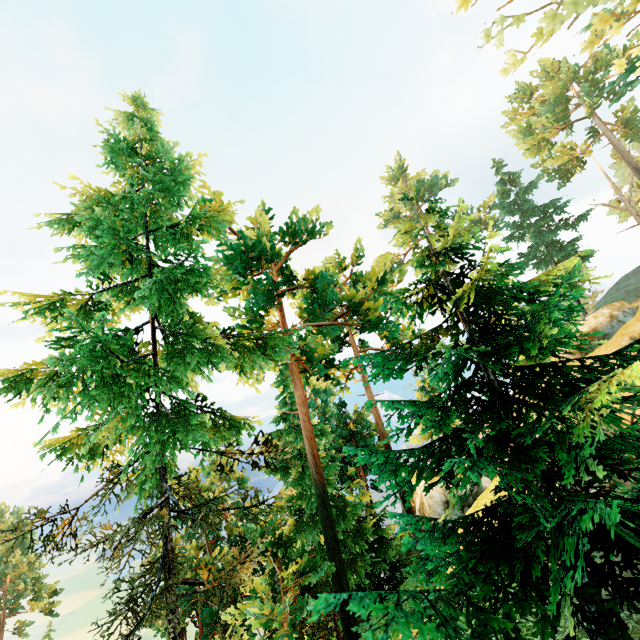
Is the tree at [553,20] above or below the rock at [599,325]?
above

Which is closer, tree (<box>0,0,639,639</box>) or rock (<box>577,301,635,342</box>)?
tree (<box>0,0,639,639</box>)

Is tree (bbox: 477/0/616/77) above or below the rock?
above

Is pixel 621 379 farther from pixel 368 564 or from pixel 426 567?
pixel 368 564

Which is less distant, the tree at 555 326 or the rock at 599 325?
the tree at 555 326
